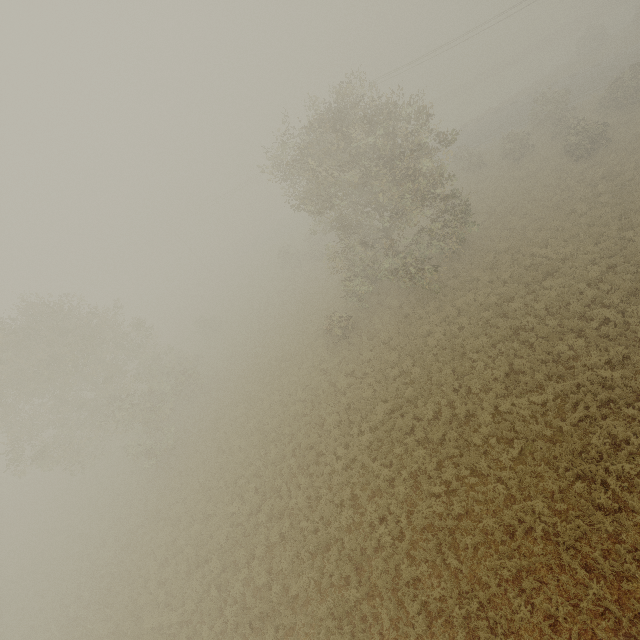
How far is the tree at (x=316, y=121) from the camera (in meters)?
17.53

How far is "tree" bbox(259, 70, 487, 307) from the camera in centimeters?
1753cm

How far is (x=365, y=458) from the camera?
15.8 meters
